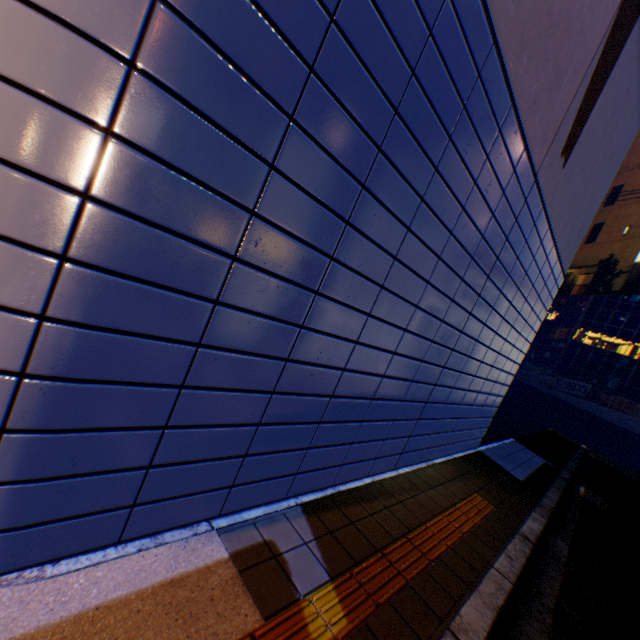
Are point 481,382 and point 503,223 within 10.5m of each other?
yes
